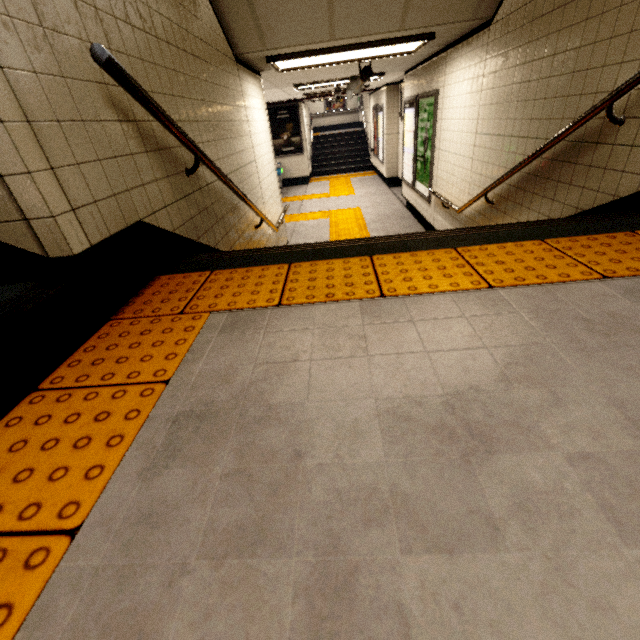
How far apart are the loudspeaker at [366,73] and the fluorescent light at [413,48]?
0.6 meters

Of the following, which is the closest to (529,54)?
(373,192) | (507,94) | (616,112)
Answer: (507,94)

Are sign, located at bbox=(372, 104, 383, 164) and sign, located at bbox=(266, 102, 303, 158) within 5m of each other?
yes

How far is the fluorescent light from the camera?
3.8 meters

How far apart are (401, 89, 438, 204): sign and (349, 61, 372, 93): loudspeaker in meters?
1.1 m

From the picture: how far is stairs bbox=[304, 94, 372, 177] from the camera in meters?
15.1 m

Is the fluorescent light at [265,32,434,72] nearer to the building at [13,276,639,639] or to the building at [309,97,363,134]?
the building at [13,276,639,639]

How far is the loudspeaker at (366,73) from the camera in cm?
518
